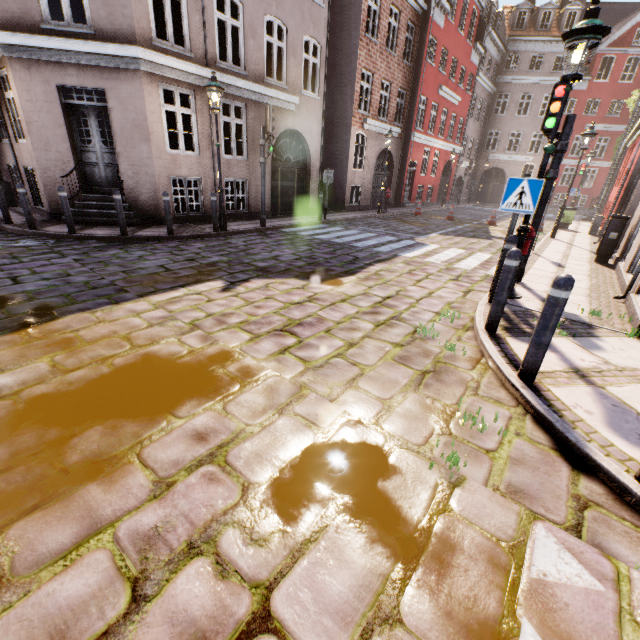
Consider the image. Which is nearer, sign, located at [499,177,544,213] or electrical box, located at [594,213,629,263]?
sign, located at [499,177,544,213]

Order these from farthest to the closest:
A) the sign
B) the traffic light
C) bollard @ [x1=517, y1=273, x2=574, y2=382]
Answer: the traffic light < the sign < bollard @ [x1=517, y1=273, x2=574, y2=382]

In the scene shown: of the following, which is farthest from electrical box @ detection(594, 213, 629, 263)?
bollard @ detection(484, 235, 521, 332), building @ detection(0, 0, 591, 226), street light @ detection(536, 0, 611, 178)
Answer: bollard @ detection(484, 235, 521, 332)

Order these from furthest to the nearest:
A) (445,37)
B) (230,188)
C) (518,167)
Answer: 1. (518,167)
2. (445,37)
3. (230,188)

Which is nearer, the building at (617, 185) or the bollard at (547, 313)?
the bollard at (547, 313)

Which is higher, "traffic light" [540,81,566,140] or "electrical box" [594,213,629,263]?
"traffic light" [540,81,566,140]

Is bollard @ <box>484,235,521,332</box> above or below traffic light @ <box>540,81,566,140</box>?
below
